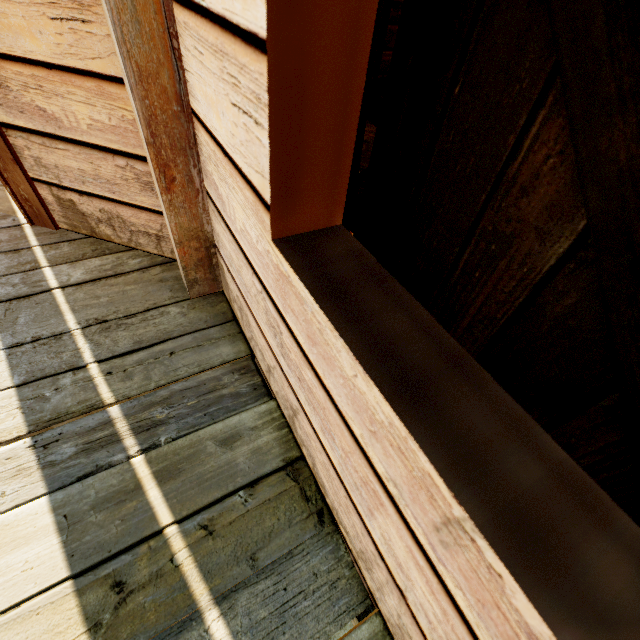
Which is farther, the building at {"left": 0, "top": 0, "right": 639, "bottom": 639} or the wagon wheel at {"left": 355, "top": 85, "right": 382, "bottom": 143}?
the wagon wheel at {"left": 355, "top": 85, "right": 382, "bottom": 143}

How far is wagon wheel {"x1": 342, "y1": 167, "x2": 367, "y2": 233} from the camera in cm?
129

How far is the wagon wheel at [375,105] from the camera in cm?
106

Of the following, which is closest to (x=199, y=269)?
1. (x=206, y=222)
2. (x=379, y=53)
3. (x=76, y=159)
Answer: (x=206, y=222)

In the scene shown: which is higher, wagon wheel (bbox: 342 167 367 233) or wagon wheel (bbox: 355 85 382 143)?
wagon wheel (bbox: 355 85 382 143)
